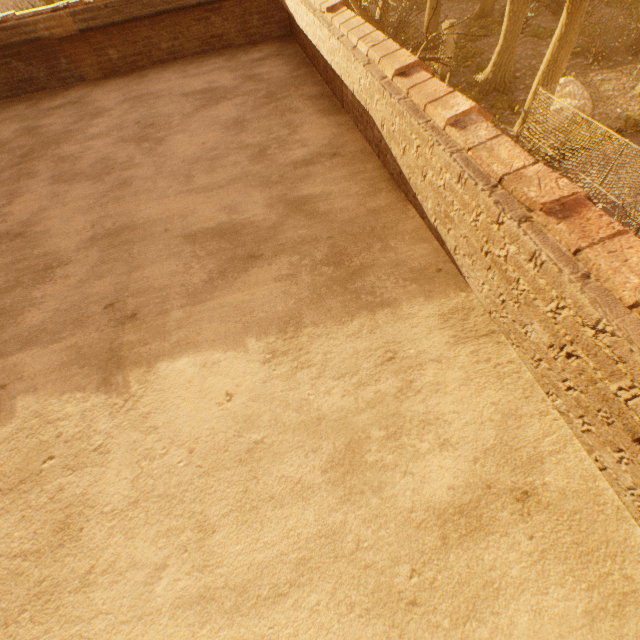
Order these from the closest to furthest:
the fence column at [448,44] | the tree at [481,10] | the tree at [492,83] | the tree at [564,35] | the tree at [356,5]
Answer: the tree at [356,5] < the tree at [481,10] < the tree at [564,35] < the tree at [492,83] < the fence column at [448,44]

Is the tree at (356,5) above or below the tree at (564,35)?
above

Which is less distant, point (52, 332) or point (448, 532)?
point (448, 532)

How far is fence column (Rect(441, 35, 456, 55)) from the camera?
17.6m

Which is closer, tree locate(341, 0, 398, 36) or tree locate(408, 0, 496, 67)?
tree locate(341, 0, 398, 36)

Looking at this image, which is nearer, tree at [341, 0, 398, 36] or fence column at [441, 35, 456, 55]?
tree at [341, 0, 398, 36]
